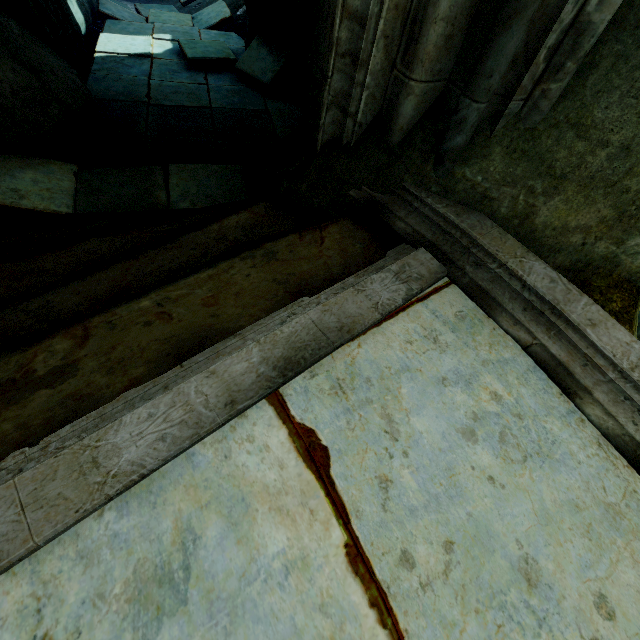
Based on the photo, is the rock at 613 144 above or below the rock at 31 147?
above

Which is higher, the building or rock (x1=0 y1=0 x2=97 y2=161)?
the building

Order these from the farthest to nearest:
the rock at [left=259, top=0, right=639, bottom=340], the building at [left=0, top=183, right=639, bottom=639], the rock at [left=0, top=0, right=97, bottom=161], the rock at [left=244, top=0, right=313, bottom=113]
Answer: the rock at [left=244, top=0, right=313, bottom=113] → the rock at [left=0, top=0, right=97, bottom=161] → the rock at [left=259, top=0, right=639, bottom=340] → the building at [left=0, top=183, right=639, bottom=639]

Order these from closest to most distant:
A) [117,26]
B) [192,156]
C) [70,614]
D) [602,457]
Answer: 1. [70,614]
2. [602,457]
3. [192,156]
4. [117,26]

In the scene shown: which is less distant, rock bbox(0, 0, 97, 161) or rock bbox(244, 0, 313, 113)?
rock bbox(0, 0, 97, 161)

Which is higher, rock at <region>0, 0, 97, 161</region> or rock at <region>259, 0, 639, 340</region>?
rock at <region>259, 0, 639, 340</region>

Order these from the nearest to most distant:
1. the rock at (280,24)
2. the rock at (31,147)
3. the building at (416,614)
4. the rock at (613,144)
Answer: the building at (416,614)
the rock at (613,144)
the rock at (31,147)
the rock at (280,24)

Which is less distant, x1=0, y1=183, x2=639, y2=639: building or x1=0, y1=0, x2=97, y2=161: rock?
x1=0, y1=183, x2=639, y2=639: building
